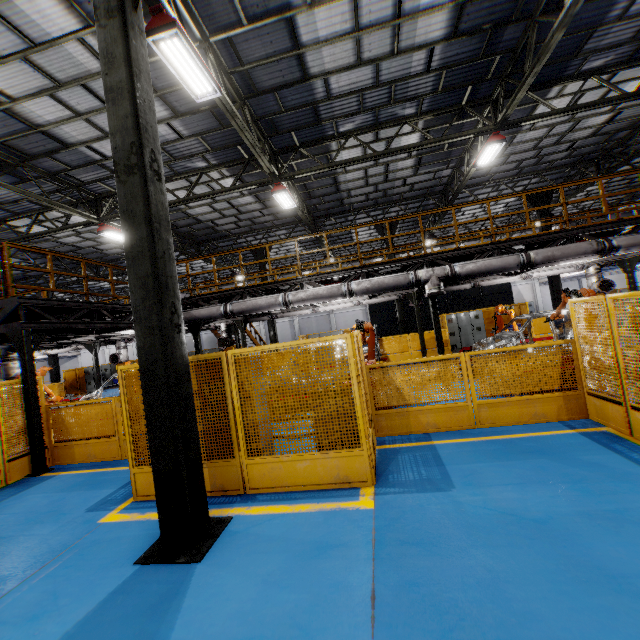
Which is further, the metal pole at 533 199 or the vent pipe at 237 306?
the metal pole at 533 199

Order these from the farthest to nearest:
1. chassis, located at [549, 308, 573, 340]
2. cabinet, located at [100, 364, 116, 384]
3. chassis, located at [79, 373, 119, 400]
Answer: cabinet, located at [100, 364, 116, 384] < chassis, located at [79, 373, 119, 400] < chassis, located at [549, 308, 573, 340]

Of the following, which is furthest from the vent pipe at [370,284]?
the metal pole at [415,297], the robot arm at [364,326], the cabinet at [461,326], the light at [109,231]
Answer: the cabinet at [461,326]

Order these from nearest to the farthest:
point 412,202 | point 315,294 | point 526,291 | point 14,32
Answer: point 14,32, point 315,294, point 412,202, point 526,291

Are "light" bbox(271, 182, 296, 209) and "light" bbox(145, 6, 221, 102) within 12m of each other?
yes

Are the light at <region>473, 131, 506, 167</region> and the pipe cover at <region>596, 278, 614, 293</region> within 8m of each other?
yes

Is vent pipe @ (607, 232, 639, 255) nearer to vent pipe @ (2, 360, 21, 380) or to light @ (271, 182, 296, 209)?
light @ (271, 182, 296, 209)

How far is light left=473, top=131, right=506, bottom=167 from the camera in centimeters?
1063cm
